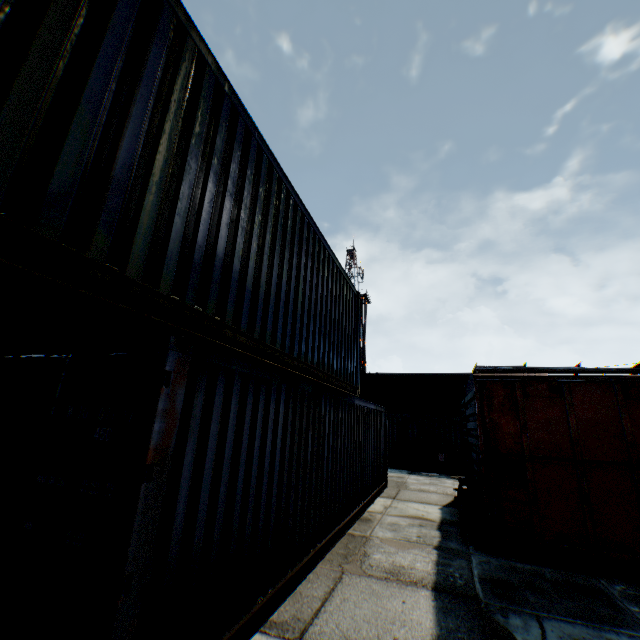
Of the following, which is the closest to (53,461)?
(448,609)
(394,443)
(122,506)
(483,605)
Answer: (122,506)

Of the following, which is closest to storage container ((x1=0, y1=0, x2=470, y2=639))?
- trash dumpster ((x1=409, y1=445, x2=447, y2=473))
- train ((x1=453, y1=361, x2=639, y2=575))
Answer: train ((x1=453, y1=361, x2=639, y2=575))

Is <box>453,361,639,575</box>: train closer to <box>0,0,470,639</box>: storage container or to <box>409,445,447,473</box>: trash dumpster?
<box>0,0,470,639</box>: storage container

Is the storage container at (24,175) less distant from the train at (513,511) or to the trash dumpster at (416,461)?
the train at (513,511)

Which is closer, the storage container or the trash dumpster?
the storage container

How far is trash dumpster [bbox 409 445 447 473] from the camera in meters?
17.2 m

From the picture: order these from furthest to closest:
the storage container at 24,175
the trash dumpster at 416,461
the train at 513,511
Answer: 1. the trash dumpster at 416,461
2. the train at 513,511
3. the storage container at 24,175

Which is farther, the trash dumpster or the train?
the trash dumpster
